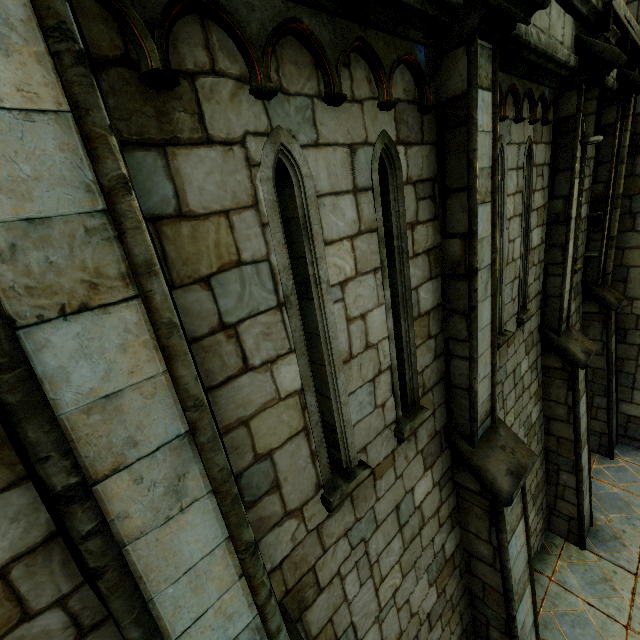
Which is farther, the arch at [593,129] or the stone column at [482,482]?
the arch at [593,129]

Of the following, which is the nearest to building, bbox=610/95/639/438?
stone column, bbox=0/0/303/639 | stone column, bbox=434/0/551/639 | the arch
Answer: the arch

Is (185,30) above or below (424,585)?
above

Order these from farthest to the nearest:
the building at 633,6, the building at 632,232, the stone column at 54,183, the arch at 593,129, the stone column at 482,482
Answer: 1. the building at 632,232
2. the building at 633,6
3. the arch at 593,129
4. the stone column at 482,482
5. the stone column at 54,183

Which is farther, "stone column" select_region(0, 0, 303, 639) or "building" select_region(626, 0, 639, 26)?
"building" select_region(626, 0, 639, 26)

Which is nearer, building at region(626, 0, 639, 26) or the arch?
the arch

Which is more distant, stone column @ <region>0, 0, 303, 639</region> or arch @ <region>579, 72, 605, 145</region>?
arch @ <region>579, 72, 605, 145</region>

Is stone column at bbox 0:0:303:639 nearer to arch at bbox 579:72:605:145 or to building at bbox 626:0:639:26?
arch at bbox 579:72:605:145
